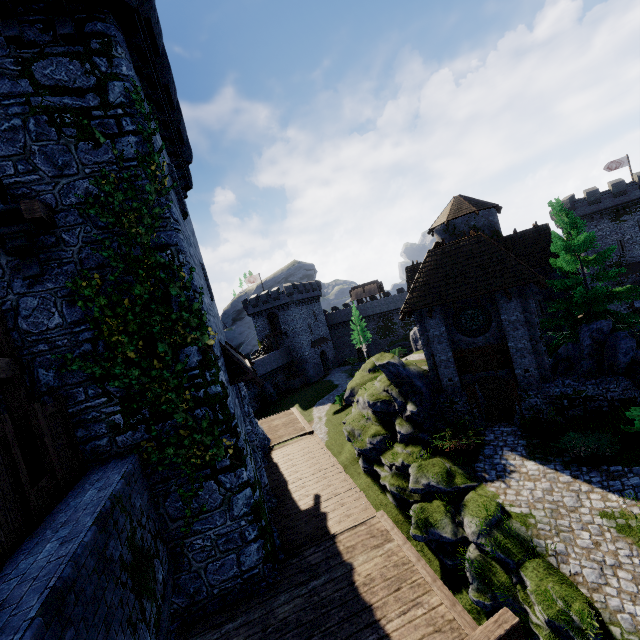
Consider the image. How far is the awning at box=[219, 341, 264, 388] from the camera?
9.6m

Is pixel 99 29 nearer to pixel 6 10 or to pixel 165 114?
pixel 6 10

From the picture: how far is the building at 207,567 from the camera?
7.2m

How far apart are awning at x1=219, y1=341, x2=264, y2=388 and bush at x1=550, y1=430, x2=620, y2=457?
13.0 meters

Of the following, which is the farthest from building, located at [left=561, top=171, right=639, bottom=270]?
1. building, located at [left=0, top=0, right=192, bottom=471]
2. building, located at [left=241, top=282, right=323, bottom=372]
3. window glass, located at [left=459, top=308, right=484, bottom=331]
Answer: building, located at [left=0, top=0, right=192, bottom=471]

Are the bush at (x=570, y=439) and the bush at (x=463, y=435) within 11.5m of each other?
yes

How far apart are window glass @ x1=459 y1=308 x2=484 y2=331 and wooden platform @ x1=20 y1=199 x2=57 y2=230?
17.8m

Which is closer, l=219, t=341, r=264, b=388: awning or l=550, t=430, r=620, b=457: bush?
l=219, t=341, r=264, b=388: awning
